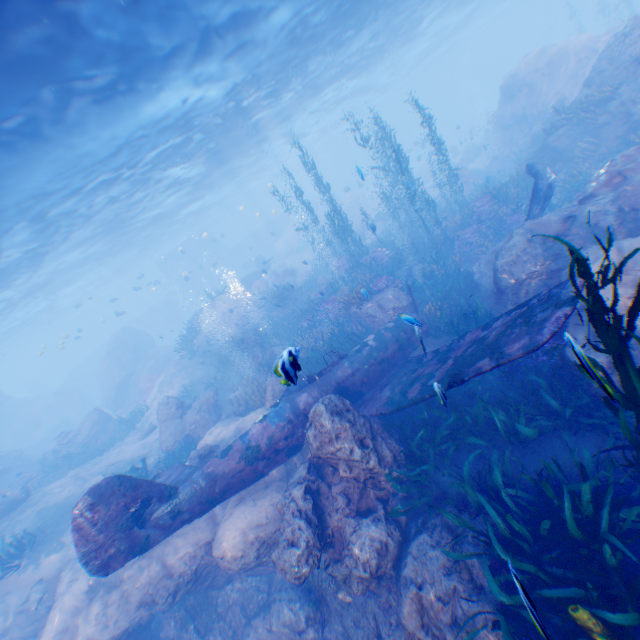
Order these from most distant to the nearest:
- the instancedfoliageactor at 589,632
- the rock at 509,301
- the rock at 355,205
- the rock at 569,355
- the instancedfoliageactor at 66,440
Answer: the rock at 355,205 → the instancedfoliageactor at 66,440 → the rock at 509,301 → the instancedfoliageactor at 589,632 → the rock at 569,355

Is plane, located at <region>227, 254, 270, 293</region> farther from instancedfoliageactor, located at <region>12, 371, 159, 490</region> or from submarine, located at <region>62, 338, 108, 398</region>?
instancedfoliageactor, located at <region>12, 371, 159, 490</region>

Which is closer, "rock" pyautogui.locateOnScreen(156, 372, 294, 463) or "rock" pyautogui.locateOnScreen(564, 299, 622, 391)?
"rock" pyautogui.locateOnScreen(564, 299, 622, 391)

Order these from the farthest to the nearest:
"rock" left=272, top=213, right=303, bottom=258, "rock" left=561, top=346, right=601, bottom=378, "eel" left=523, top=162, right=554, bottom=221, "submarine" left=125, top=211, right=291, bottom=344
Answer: "submarine" left=125, top=211, right=291, bottom=344 → "rock" left=272, top=213, right=303, bottom=258 → "eel" left=523, top=162, right=554, bottom=221 → "rock" left=561, top=346, right=601, bottom=378

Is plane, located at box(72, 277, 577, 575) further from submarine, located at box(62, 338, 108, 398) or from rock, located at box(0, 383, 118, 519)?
submarine, located at box(62, 338, 108, 398)

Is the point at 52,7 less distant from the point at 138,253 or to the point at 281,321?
the point at 281,321

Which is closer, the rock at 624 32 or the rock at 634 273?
the rock at 634 273

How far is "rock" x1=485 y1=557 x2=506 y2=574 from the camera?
4.72m
